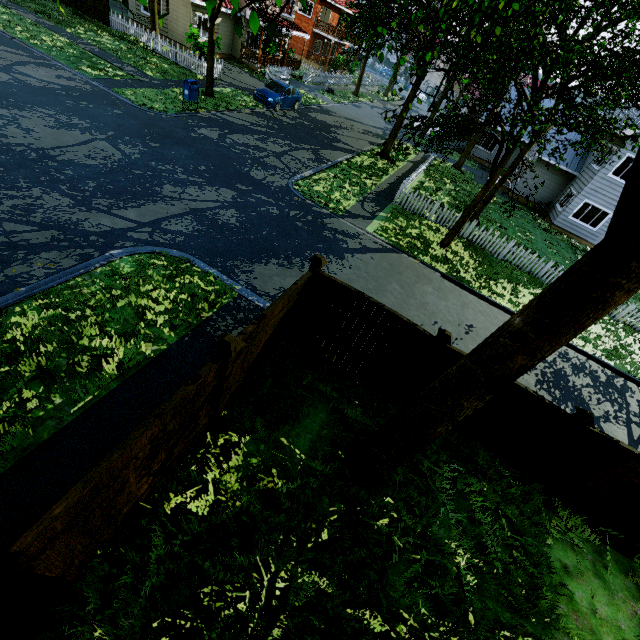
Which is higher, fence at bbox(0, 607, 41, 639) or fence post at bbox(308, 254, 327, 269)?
fence post at bbox(308, 254, 327, 269)

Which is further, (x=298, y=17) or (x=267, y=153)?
(x=298, y=17)

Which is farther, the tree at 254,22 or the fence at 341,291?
the fence at 341,291

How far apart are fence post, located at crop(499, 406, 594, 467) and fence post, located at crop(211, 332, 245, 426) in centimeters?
598cm

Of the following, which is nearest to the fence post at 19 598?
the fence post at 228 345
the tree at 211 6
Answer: the fence post at 228 345

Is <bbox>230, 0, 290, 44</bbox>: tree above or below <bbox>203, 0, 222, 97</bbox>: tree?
above

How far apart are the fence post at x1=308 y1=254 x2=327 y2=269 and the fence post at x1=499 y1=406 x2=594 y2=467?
5.44m

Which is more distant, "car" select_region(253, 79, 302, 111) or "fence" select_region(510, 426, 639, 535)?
"car" select_region(253, 79, 302, 111)
